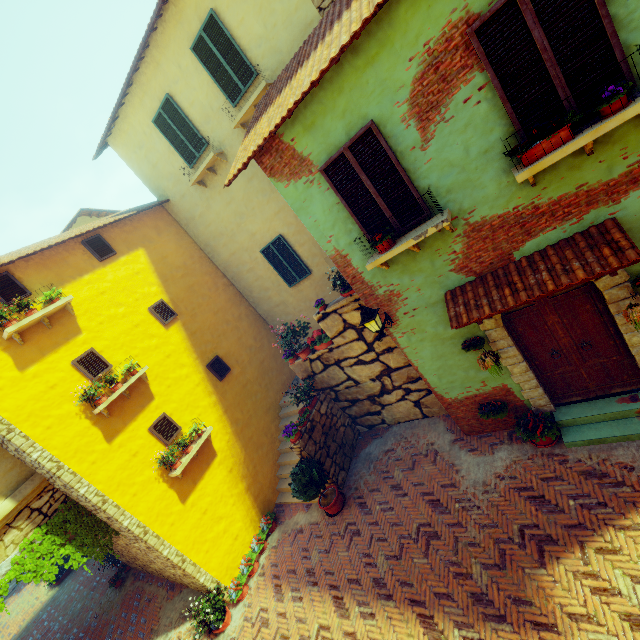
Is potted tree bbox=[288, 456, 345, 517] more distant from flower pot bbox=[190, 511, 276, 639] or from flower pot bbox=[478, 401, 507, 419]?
flower pot bbox=[478, 401, 507, 419]

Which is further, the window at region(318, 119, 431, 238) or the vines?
the vines

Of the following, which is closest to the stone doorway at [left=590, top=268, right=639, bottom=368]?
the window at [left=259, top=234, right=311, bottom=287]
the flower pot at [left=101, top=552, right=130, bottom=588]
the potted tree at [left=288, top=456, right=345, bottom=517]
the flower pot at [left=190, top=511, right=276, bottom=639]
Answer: the potted tree at [left=288, top=456, right=345, bottom=517]

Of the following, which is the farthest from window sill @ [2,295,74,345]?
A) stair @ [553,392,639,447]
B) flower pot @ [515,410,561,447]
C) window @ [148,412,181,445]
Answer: stair @ [553,392,639,447]

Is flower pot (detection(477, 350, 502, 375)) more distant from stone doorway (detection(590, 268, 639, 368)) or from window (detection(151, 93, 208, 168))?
window (detection(151, 93, 208, 168))

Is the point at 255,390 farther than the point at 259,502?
Yes

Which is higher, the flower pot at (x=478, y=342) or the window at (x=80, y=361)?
the window at (x=80, y=361)

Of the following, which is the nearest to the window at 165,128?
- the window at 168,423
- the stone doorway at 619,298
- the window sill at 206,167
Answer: the window sill at 206,167
